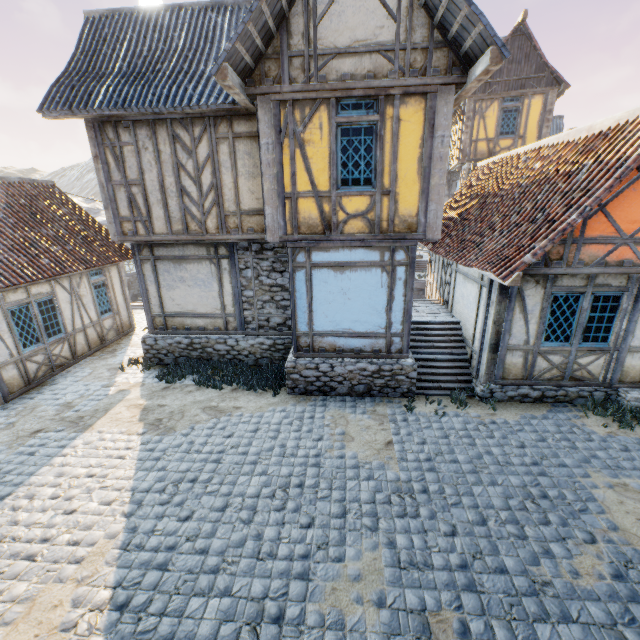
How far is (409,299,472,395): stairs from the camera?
8.6m

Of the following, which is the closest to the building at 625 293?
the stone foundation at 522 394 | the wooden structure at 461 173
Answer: the stone foundation at 522 394

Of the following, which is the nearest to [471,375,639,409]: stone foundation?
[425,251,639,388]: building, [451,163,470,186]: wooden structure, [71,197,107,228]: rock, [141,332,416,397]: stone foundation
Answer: [425,251,639,388]: building

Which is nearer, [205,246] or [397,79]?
[397,79]

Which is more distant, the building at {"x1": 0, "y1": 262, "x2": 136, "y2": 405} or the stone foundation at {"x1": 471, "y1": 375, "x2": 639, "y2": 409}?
the building at {"x1": 0, "y1": 262, "x2": 136, "y2": 405}

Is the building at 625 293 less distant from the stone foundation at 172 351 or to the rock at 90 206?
the stone foundation at 172 351

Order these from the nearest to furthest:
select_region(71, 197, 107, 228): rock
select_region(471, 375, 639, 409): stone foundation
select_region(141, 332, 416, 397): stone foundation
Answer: select_region(471, 375, 639, 409): stone foundation < select_region(141, 332, 416, 397): stone foundation < select_region(71, 197, 107, 228): rock

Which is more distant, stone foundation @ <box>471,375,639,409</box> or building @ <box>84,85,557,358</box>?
stone foundation @ <box>471,375,639,409</box>
